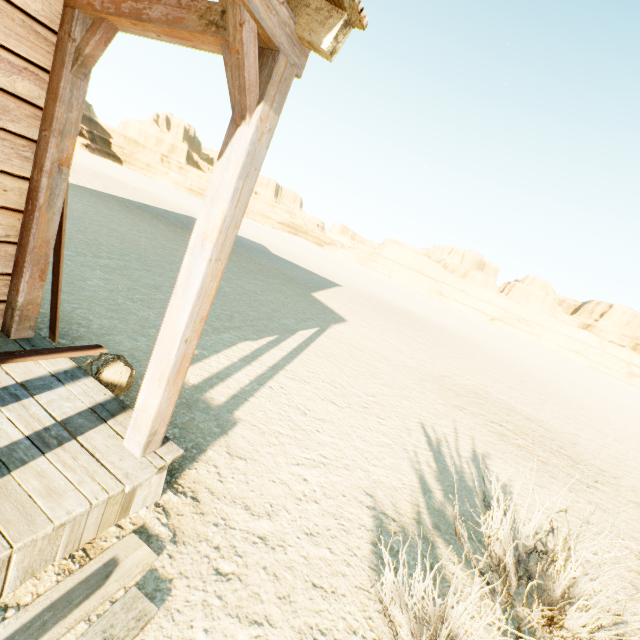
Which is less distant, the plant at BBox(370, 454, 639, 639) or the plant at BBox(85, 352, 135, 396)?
the plant at BBox(370, 454, 639, 639)

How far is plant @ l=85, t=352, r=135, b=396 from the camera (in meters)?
2.91

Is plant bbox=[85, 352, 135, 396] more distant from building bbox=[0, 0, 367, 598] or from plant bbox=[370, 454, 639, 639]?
plant bbox=[370, 454, 639, 639]

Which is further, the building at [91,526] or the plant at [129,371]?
the plant at [129,371]

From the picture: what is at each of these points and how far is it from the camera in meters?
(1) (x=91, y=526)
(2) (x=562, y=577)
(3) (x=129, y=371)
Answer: (1) building, 2.0 m
(2) plant, 2.3 m
(3) plant, 3.1 m

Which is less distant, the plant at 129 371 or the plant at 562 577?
the plant at 562 577
